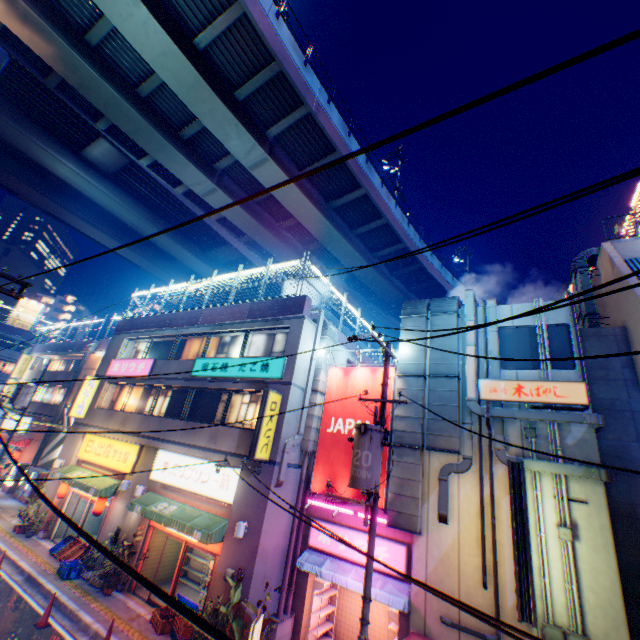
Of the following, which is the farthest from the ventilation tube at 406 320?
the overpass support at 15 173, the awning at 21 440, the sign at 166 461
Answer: the awning at 21 440

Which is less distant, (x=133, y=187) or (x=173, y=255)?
(x=133, y=187)

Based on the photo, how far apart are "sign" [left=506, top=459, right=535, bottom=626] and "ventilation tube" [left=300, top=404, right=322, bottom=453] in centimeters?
691cm

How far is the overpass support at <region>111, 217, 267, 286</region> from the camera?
33.9 meters

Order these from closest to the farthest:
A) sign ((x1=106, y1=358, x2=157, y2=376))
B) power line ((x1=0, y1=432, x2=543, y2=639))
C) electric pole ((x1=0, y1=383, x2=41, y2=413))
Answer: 1. power line ((x1=0, y1=432, x2=543, y2=639))
2. sign ((x1=106, y1=358, x2=157, y2=376))
3. electric pole ((x1=0, y1=383, x2=41, y2=413))

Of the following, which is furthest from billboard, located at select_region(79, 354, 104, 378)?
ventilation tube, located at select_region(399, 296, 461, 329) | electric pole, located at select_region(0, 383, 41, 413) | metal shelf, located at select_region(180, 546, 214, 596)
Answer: ventilation tube, located at select_region(399, 296, 461, 329)

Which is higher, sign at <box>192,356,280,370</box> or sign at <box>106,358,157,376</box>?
sign at <box>192,356,280,370</box>

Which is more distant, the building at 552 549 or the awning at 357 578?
the awning at 357 578
